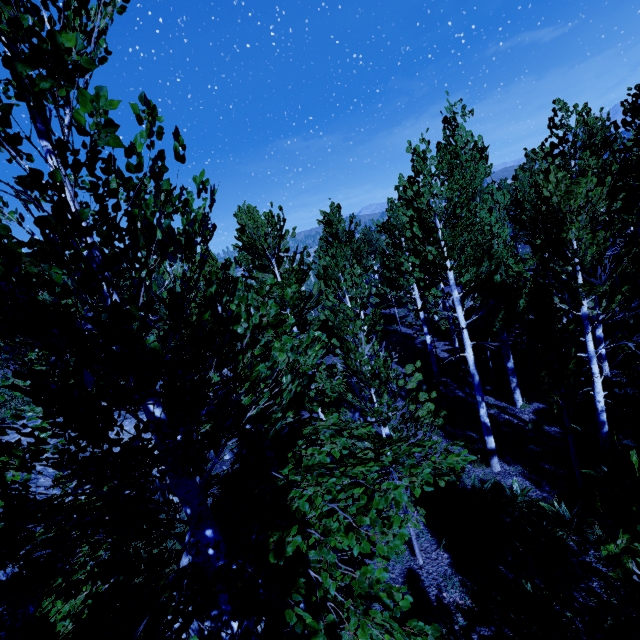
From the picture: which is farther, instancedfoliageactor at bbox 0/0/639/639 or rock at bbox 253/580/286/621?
rock at bbox 253/580/286/621

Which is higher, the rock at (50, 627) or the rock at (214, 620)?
the rock at (50, 627)

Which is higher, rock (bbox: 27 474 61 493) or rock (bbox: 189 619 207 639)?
rock (bbox: 27 474 61 493)

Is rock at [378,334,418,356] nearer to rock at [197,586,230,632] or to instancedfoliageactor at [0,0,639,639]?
instancedfoliageactor at [0,0,639,639]

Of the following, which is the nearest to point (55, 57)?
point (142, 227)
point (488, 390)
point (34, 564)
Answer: point (142, 227)

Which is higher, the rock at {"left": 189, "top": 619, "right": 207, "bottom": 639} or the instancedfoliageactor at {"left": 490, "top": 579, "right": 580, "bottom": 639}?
the rock at {"left": 189, "top": 619, "right": 207, "bottom": 639}

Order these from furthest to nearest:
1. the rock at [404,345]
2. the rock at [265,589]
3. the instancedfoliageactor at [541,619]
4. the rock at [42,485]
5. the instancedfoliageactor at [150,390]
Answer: the rock at [404,345] → the rock at [42,485] → the rock at [265,589] → the instancedfoliageactor at [541,619] → the instancedfoliageactor at [150,390]
